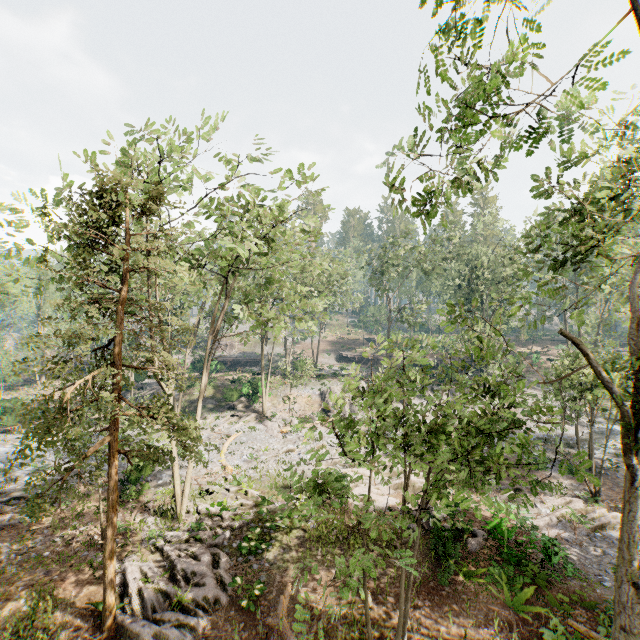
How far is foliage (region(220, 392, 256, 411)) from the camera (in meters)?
35.62

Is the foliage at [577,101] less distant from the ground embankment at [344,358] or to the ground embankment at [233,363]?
the ground embankment at [233,363]

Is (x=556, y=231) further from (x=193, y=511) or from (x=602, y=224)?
(x=193, y=511)

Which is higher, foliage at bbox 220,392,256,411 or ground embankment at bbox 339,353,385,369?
ground embankment at bbox 339,353,385,369

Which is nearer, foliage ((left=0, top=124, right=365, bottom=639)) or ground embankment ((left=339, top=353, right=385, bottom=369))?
foliage ((left=0, top=124, right=365, bottom=639))

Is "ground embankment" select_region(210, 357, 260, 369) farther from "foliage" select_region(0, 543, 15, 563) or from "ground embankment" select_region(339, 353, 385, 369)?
"ground embankment" select_region(339, 353, 385, 369)
